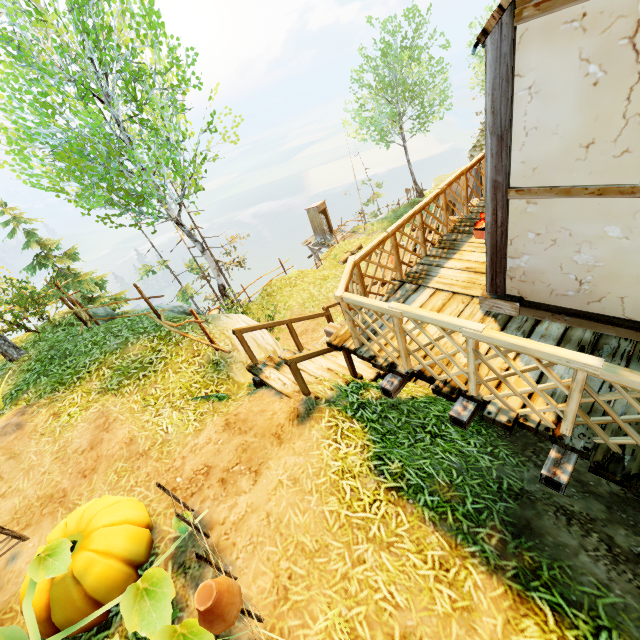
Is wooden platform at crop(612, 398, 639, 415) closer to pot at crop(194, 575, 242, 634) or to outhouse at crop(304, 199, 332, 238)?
pot at crop(194, 575, 242, 634)

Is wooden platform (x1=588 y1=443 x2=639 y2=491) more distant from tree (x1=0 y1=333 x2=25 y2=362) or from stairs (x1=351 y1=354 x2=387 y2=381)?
tree (x1=0 y1=333 x2=25 y2=362)

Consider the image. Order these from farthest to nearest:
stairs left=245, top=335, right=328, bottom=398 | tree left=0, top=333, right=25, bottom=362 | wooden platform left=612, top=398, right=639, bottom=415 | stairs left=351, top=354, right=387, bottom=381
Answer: tree left=0, top=333, right=25, bottom=362 → stairs left=351, top=354, right=387, bottom=381 → stairs left=245, top=335, right=328, bottom=398 → wooden platform left=612, top=398, right=639, bottom=415

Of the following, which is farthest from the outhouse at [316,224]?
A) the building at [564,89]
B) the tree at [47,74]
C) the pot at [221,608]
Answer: the pot at [221,608]

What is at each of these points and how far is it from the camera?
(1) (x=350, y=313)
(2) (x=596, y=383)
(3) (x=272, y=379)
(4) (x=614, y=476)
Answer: (1) fence, 4.3m
(2) wooden platform, 3.3m
(3) stairs, 5.8m
(4) wooden platform, 2.6m

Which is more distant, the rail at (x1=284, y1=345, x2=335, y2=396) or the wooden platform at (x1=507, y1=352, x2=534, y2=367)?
the rail at (x1=284, y1=345, x2=335, y2=396)

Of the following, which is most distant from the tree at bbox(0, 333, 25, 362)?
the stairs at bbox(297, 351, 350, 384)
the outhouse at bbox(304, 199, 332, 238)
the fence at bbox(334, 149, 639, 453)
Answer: the outhouse at bbox(304, 199, 332, 238)

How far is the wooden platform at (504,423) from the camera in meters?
2.9 m
